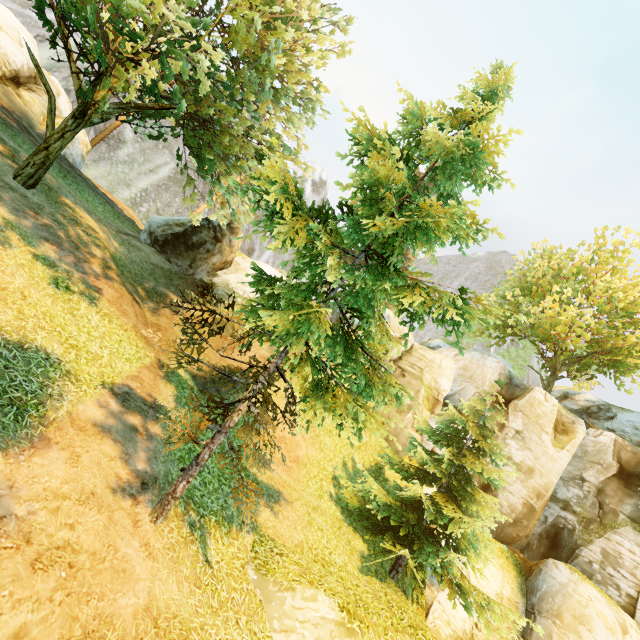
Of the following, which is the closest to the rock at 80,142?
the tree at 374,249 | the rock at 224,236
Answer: the tree at 374,249

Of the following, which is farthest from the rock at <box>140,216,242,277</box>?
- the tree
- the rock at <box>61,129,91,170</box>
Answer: the rock at <box>61,129,91,170</box>

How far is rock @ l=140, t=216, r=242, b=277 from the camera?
19.4m

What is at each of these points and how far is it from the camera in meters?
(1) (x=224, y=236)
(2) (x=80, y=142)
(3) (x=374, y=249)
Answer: (1) rock, 20.5 m
(2) rock, 21.3 m
(3) tree, 7.9 m

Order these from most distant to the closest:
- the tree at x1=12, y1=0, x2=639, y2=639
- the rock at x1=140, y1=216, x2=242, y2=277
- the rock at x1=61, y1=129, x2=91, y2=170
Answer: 1. the rock at x1=61, y1=129, x2=91, y2=170
2. the rock at x1=140, y1=216, x2=242, y2=277
3. the tree at x1=12, y1=0, x2=639, y2=639

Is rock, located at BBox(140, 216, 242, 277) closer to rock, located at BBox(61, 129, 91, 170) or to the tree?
the tree
